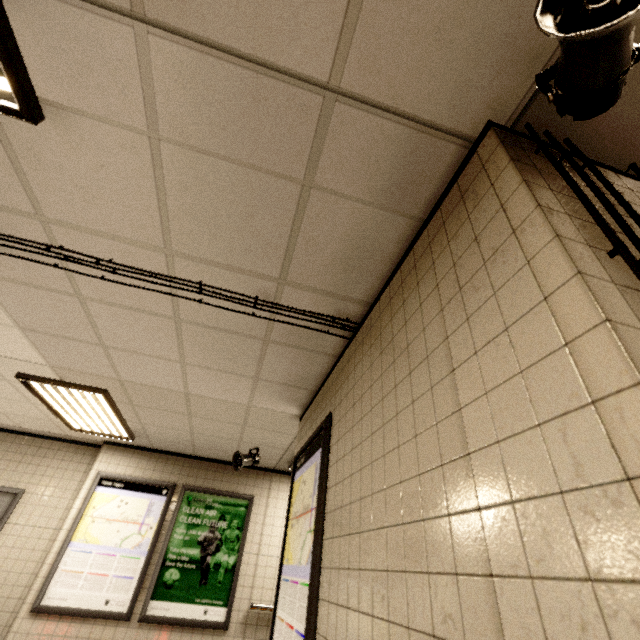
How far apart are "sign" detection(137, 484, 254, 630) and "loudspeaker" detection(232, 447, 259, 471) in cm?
106

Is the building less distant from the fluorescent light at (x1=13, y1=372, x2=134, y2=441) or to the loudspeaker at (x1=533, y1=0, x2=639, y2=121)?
the loudspeaker at (x1=533, y1=0, x2=639, y2=121)

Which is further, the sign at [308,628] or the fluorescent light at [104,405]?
the fluorescent light at [104,405]

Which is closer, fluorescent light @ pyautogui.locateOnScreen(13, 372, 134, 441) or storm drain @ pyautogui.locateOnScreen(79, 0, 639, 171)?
storm drain @ pyautogui.locateOnScreen(79, 0, 639, 171)

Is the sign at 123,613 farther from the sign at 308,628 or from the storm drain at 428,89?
the sign at 308,628

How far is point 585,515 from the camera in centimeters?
62cm

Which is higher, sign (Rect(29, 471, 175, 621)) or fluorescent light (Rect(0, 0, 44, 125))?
fluorescent light (Rect(0, 0, 44, 125))

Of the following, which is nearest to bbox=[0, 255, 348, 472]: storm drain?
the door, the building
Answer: the building
